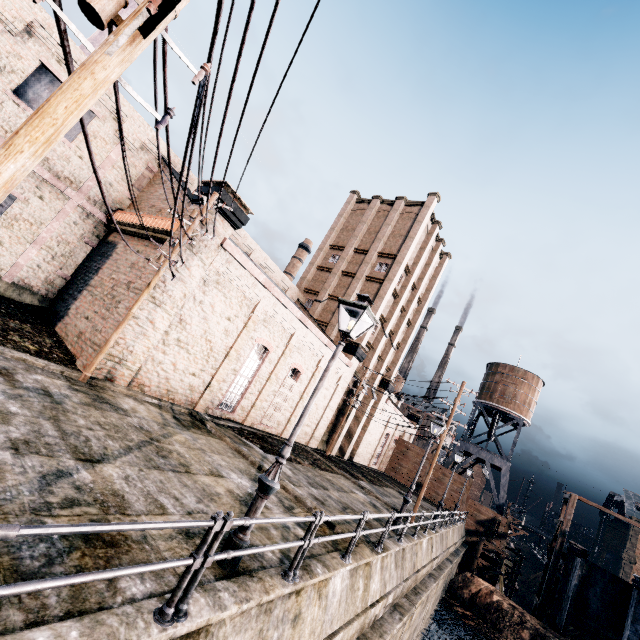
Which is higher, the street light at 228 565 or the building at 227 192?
the building at 227 192

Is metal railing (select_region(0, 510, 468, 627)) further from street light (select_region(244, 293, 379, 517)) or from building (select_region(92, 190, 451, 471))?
building (select_region(92, 190, 451, 471))

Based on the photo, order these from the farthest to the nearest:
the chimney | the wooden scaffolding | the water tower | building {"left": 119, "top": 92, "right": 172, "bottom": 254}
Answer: the chimney
the water tower
the wooden scaffolding
building {"left": 119, "top": 92, "right": 172, "bottom": 254}

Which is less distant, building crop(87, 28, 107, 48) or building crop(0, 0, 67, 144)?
building crop(0, 0, 67, 144)

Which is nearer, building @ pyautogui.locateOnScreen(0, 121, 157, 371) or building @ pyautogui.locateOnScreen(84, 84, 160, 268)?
building @ pyautogui.locateOnScreen(0, 121, 157, 371)

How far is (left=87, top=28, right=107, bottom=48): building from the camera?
51.47m

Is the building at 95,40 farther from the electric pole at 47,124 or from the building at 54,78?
the electric pole at 47,124

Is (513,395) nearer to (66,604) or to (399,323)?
(399,323)
